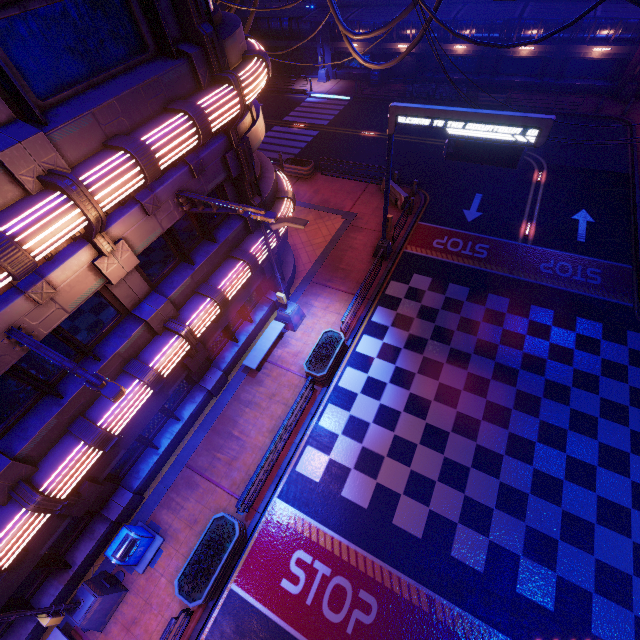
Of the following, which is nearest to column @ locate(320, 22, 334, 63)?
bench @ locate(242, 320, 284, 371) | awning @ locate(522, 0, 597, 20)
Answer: awning @ locate(522, 0, 597, 20)

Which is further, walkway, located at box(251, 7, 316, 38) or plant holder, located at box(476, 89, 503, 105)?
walkway, located at box(251, 7, 316, 38)

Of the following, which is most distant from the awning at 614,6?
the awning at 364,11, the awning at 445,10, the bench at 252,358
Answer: the bench at 252,358

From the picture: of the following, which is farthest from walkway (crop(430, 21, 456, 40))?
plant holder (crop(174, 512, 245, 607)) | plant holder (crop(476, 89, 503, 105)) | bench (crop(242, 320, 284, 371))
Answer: plant holder (crop(174, 512, 245, 607))

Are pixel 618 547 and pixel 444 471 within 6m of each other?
yes

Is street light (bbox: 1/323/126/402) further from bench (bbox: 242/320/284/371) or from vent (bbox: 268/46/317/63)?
vent (bbox: 268/46/317/63)

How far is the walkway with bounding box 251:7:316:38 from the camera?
31.0 meters

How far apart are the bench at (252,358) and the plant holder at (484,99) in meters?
26.7
